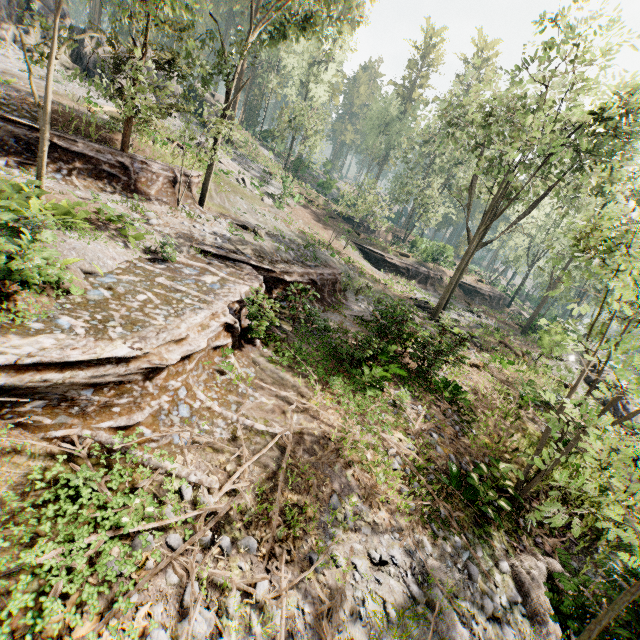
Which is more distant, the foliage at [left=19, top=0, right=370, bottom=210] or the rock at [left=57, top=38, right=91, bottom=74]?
the rock at [left=57, top=38, right=91, bottom=74]

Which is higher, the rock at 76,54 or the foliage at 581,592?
the rock at 76,54

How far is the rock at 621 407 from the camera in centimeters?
2289cm

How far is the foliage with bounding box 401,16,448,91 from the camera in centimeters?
5656cm

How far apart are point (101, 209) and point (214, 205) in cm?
1259

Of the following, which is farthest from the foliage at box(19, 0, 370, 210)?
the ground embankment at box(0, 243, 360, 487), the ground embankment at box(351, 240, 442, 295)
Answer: the ground embankment at box(351, 240, 442, 295)

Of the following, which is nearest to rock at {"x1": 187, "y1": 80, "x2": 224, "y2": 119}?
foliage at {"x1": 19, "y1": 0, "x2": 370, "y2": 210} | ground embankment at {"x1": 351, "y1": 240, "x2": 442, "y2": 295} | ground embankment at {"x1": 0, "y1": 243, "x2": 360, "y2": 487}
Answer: foliage at {"x1": 19, "y1": 0, "x2": 370, "y2": 210}

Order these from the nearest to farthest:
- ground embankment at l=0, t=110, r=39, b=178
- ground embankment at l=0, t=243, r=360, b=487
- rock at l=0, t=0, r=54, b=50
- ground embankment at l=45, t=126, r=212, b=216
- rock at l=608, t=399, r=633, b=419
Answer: ground embankment at l=0, t=243, r=360, b=487 → ground embankment at l=0, t=110, r=39, b=178 → ground embankment at l=45, t=126, r=212, b=216 → rock at l=608, t=399, r=633, b=419 → rock at l=0, t=0, r=54, b=50
